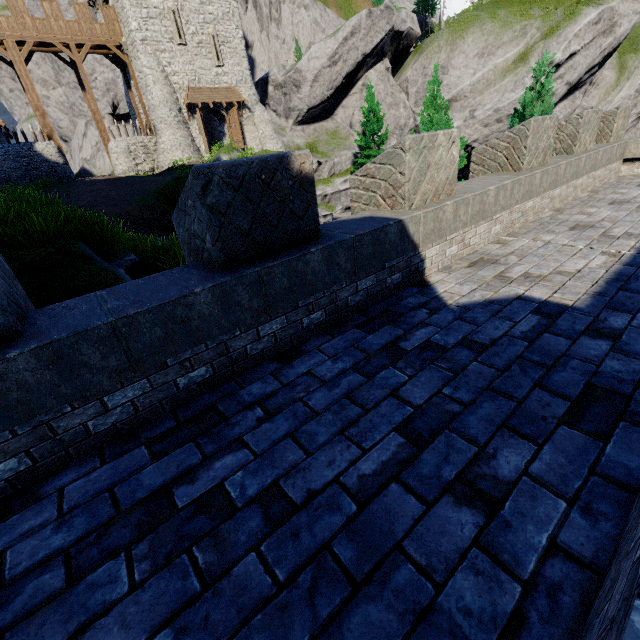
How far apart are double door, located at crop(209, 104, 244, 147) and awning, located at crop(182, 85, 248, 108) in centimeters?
26cm

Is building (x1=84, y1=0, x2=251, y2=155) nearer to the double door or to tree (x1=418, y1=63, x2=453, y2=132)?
the double door

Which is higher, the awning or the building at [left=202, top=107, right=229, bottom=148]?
the awning

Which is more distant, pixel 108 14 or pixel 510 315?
pixel 108 14

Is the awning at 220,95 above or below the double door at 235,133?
above

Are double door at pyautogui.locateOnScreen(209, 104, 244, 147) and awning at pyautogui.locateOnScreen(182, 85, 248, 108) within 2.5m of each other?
yes

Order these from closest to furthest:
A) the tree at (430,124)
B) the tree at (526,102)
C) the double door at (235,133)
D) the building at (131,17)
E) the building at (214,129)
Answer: the tree at (526,102) < the tree at (430,124) < the building at (131,17) < the double door at (235,133) < the building at (214,129)

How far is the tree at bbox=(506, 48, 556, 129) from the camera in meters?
12.0
